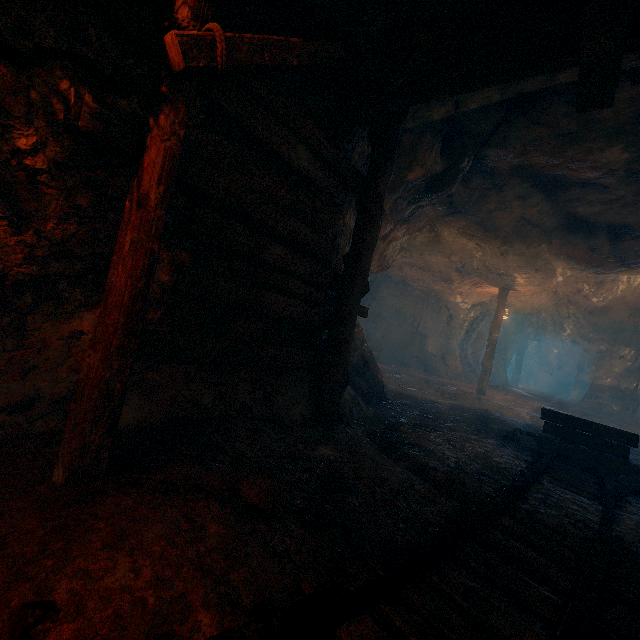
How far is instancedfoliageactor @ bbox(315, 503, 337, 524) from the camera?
2.3 meters

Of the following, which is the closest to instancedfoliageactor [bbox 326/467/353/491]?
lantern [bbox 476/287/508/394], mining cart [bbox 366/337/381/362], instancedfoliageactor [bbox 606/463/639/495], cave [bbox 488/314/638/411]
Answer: instancedfoliageactor [bbox 606/463/639/495]

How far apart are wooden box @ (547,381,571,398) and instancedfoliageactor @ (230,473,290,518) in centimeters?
3186cm

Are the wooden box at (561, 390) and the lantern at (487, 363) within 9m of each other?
no

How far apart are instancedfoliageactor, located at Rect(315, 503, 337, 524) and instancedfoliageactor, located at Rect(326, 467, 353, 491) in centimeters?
33cm

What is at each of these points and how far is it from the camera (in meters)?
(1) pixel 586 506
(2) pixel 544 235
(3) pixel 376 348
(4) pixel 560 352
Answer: (1) burlap sack, 3.45
(2) burlap sack, 8.01
(3) mining cart, 17.20
(4) cave, 28.58

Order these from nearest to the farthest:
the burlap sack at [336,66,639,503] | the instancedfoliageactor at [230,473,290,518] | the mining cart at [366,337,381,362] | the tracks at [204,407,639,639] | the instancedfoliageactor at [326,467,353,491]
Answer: the tracks at [204,407,639,639] → the instancedfoliageactor at [230,473,290,518] → the instancedfoliageactor at [326,467,353,491] → the burlap sack at [336,66,639,503] → the mining cart at [366,337,381,362]

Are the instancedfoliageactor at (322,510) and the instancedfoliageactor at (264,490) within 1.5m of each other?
yes
